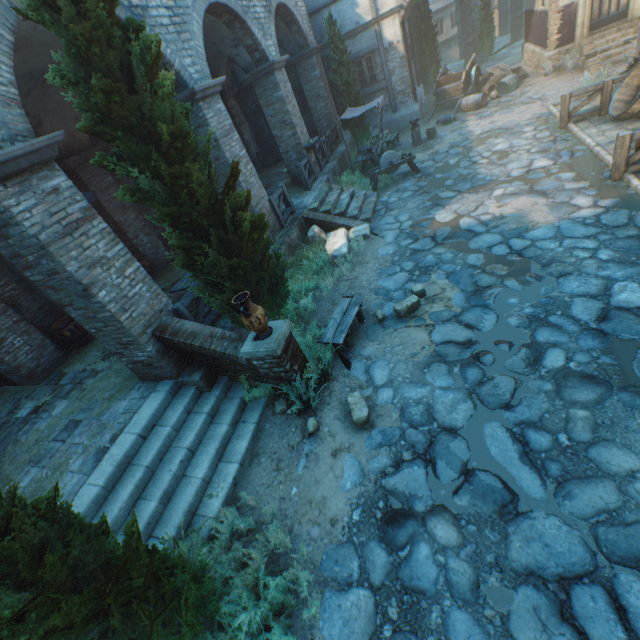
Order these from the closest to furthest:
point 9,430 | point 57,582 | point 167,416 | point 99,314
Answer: point 57,582 < point 99,314 < point 167,416 < point 9,430

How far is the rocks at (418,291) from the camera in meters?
6.4

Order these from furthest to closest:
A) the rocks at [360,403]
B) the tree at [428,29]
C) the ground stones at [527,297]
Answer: the tree at [428,29]
the rocks at [360,403]
the ground stones at [527,297]

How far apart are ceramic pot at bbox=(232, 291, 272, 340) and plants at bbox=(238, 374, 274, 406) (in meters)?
1.00

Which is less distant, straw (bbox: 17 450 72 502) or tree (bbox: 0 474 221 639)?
tree (bbox: 0 474 221 639)

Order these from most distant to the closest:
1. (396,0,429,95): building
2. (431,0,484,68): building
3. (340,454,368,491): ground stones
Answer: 1. (431,0,484,68): building
2. (396,0,429,95): building
3. (340,454,368,491): ground stones

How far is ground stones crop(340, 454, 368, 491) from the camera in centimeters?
436cm

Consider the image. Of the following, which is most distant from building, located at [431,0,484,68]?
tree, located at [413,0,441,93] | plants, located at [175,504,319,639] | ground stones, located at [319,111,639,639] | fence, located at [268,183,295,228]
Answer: plants, located at [175,504,319,639]
